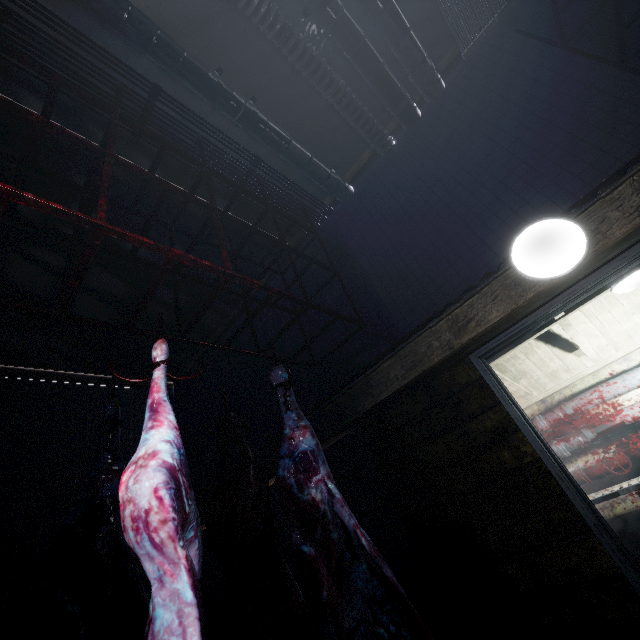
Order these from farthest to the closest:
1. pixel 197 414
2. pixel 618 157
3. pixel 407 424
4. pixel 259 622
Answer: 1. pixel 197 414
2. pixel 407 424
3. pixel 618 157
4. pixel 259 622

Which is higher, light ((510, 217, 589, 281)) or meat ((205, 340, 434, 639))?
light ((510, 217, 589, 281))

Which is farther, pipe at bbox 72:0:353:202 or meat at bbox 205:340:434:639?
pipe at bbox 72:0:353:202

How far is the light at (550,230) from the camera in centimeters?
153cm

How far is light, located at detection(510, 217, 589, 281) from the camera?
1.5m

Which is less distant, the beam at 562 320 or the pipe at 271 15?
the pipe at 271 15

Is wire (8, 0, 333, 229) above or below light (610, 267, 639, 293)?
above

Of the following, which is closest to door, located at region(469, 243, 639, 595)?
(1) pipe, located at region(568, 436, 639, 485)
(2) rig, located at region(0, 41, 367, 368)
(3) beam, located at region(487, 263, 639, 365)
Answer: (3) beam, located at region(487, 263, 639, 365)
